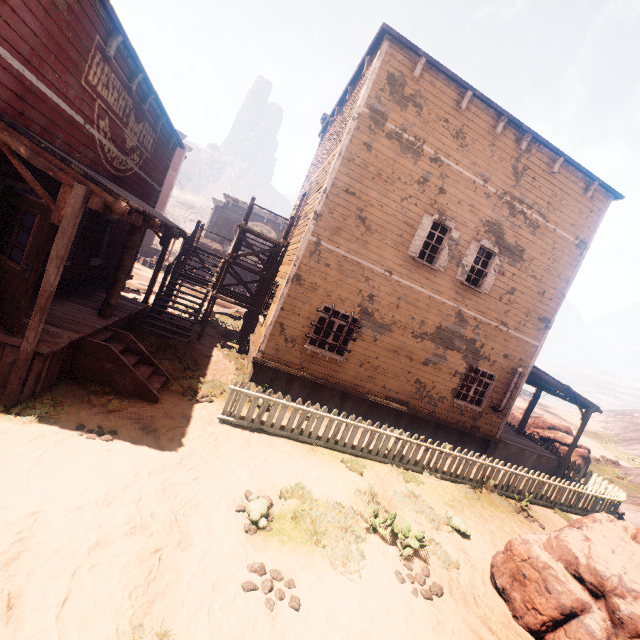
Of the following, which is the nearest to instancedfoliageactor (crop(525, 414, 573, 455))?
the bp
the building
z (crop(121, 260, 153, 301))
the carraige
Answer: z (crop(121, 260, 153, 301))

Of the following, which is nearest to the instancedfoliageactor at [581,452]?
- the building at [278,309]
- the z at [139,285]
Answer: the z at [139,285]

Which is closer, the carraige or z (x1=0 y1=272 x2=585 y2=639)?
z (x1=0 y1=272 x2=585 y2=639)

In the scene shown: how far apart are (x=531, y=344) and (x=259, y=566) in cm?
1228

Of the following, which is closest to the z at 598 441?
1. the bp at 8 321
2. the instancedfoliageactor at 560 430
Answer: the instancedfoliageactor at 560 430

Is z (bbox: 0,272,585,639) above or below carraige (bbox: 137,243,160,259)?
below

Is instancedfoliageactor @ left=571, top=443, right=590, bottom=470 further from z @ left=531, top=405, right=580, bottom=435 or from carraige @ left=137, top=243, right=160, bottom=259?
carraige @ left=137, top=243, right=160, bottom=259

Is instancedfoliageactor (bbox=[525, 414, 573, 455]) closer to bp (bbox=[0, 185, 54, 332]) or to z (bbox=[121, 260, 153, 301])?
z (bbox=[121, 260, 153, 301])
